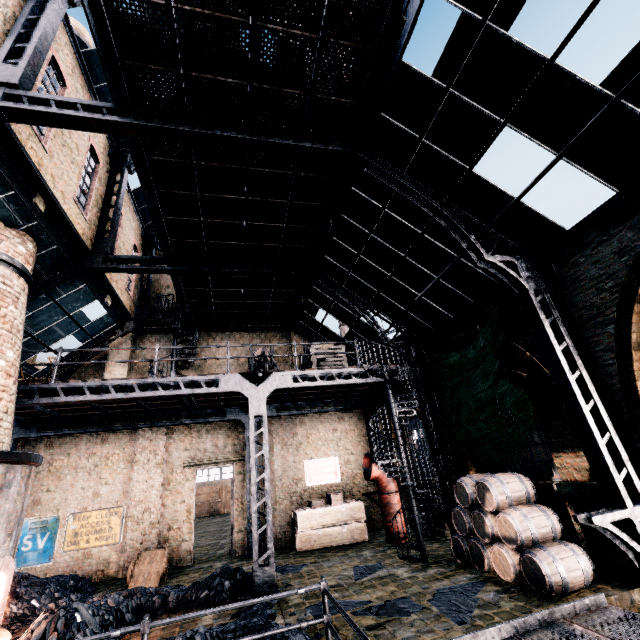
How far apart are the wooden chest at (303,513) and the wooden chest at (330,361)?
6.9m

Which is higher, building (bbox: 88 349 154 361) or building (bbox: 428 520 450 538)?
building (bbox: 88 349 154 361)

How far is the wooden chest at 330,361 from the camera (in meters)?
12.84

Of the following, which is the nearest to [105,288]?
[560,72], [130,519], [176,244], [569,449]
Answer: [176,244]

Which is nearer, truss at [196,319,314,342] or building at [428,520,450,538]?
building at [428,520,450,538]

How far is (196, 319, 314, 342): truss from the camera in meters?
18.4 m

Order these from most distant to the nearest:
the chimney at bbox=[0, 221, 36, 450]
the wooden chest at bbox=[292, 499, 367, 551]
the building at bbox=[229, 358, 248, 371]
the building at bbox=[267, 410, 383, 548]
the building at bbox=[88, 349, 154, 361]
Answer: the building at bbox=[229, 358, 248, 371], the building at bbox=[88, 349, 154, 361], the building at bbox=[267, 410, 383, 548], the wooden chest at bbox=[292, 499, 367, 551], the chimney at bbox=[0, 221, 36, 450]

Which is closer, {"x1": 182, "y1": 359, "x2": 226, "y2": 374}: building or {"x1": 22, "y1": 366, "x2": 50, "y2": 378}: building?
{"x1": 22, "y1": 366, "x2": 50, "y2": 378}: building
